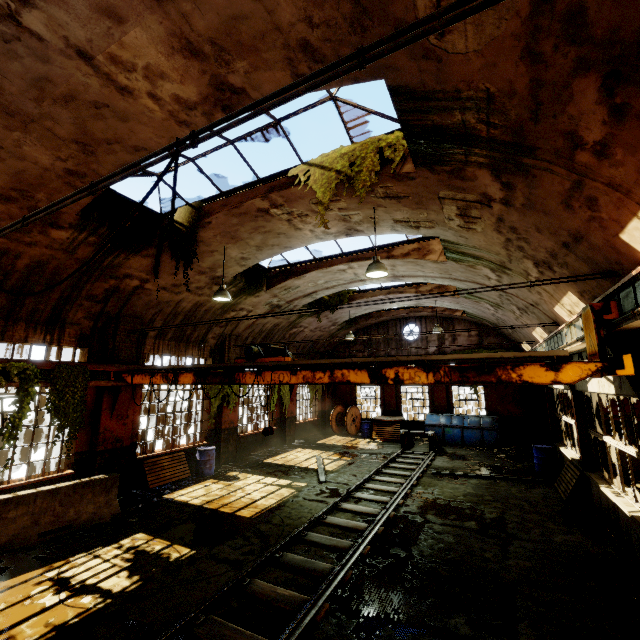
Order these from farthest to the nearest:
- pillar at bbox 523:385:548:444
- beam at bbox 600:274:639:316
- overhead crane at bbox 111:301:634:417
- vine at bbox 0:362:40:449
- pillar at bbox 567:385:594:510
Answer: pillar at bbox 523:385:548:444, pillar at bbox 567:385:594:510, vine at bbox 0:362:40:449, overhead crane at bbox 111:301:634:417, beam at bbox 600:274:639:316

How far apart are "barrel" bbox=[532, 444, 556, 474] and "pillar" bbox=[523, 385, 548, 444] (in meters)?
5.36

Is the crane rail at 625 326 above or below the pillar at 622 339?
above

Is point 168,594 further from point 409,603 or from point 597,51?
point 597,51

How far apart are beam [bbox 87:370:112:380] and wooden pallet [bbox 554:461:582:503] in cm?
1381

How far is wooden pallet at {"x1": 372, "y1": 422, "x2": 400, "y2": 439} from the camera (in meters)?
18.86

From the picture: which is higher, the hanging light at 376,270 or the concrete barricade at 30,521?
the hanging light at 376,270

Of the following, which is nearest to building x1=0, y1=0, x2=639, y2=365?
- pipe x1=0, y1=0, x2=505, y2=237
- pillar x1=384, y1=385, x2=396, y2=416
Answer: pipe x1=0, y1=0, x2=505, y2=237
